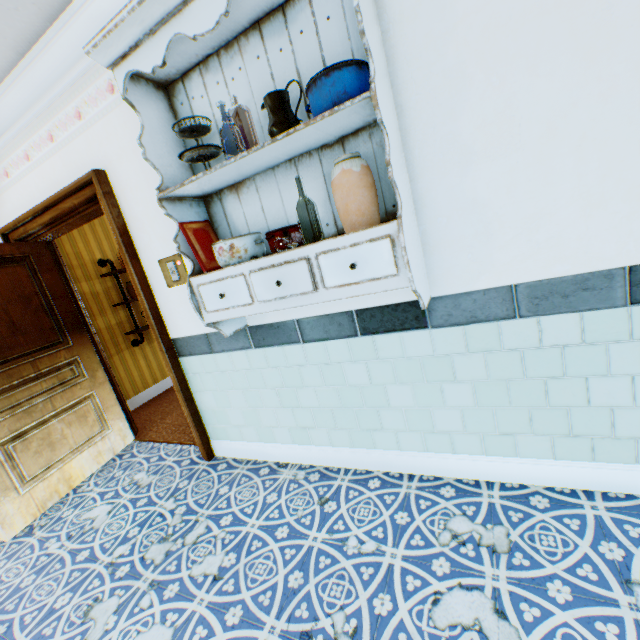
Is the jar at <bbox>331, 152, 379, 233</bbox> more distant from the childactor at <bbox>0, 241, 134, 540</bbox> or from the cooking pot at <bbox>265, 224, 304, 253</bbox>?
the childactor at <bbox>0, 241, 134, 540</bbox>

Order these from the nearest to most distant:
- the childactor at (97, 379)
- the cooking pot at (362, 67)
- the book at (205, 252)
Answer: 1. the cooking pot at (362, 67)
2. the book at (205, 252)
3. the childactor at (97, 379)

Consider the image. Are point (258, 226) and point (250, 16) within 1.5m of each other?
yes

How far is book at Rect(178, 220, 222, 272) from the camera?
1.8m

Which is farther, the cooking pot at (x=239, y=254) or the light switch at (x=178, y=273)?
the light switch at (x=178, y=273)

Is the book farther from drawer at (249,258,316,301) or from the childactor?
the childactor

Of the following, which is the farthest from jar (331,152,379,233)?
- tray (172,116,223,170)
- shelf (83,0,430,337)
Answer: tray (172,116,223,170)

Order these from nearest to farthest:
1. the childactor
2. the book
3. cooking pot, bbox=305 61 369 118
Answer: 1. cooking pot, bbox=305 61 369 118
2. the book
3. the childactor
